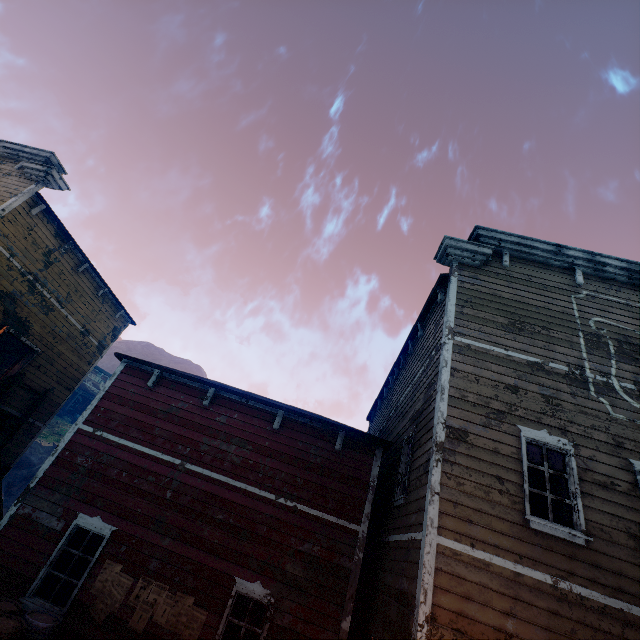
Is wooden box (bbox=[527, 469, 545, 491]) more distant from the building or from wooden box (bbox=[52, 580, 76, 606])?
wooden box (bbox=[52, 580, 76, 606])

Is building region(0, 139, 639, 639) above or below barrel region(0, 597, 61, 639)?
above

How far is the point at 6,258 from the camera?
11.0m

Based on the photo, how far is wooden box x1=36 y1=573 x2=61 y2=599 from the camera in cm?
685

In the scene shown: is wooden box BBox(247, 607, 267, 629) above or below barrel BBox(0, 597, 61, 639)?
above

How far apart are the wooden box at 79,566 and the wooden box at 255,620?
3.4m

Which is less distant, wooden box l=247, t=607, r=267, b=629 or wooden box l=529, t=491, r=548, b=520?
wooden box l=529, t=491, r=548, b=520

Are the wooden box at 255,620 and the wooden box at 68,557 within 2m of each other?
no
